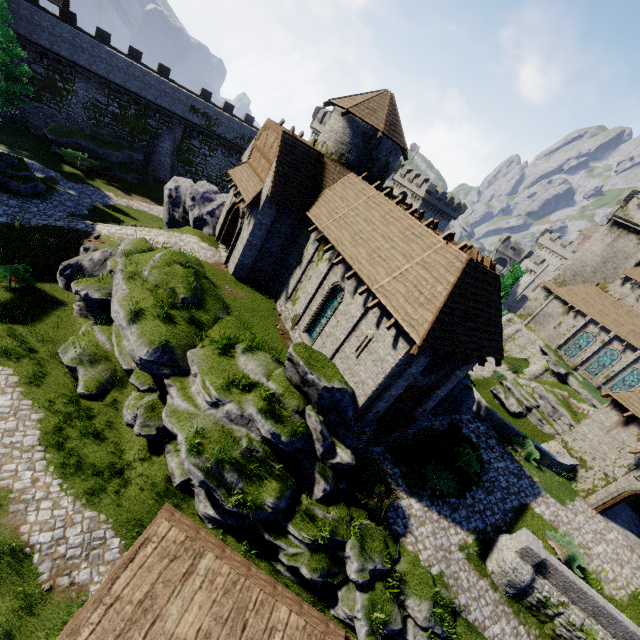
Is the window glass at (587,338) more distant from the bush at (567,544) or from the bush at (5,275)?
the bush at (5,275)

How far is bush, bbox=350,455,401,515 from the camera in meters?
13.8 m

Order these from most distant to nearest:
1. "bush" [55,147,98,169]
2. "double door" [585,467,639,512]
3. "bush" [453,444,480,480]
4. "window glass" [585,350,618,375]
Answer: "window glass" [585,350,618,375], "bush" [55,147,98,169], "double door" [585,467,639,512], "bush" [453,444,480,480]

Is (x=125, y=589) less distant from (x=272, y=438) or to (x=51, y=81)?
(x=272, y=438)

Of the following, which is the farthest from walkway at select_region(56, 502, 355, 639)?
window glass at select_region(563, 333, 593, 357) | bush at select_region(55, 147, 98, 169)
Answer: window glass at select_region(563, 333, 593, 357)

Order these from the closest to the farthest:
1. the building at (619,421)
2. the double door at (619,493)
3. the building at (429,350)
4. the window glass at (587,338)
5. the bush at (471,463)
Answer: the building at (429,350) → the bush at (471,463) → the double door at (619,493) → the building at (619,421) → the window glass at (587,338)

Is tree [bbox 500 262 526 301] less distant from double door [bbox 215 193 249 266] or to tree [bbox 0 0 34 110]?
double door [bbox 215 193 249 266]

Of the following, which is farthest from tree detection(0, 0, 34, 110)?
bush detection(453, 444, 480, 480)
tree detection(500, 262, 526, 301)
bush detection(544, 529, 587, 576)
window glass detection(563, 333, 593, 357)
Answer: window glass detection(563, 333, 593, 357)
